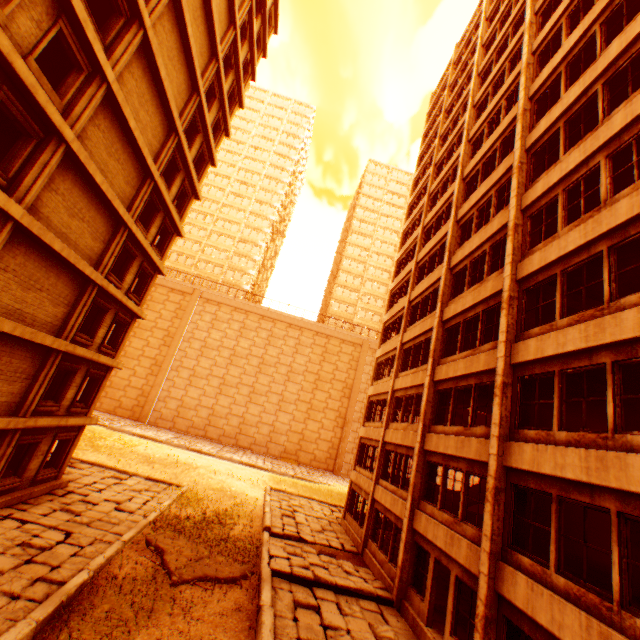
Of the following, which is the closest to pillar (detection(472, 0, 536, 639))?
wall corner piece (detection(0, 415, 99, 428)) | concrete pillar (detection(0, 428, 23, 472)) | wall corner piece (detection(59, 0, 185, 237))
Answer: wall corner piece (detection(59, 0, 185, 237))

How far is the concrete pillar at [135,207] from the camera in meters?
15.3

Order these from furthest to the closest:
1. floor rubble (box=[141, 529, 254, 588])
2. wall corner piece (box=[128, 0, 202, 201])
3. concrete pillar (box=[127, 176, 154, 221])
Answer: concrete pillar (box=[127, 176, 154, 221]) → wall corner piece (box=[128, 0, 202, 201]) → floor rubble (box=[141, 529, 254, 588])

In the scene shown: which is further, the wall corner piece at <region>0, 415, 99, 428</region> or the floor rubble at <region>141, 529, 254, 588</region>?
the wall corner piece at <region>0, 415, 99, 428</region>

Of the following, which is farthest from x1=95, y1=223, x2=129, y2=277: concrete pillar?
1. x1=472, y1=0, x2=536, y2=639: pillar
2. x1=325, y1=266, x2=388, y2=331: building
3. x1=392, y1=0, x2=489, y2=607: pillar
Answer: x1=325, y1=266, x2=388, y2=331: building

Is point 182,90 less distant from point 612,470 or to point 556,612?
point 612,470

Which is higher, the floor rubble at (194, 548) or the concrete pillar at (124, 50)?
the concrete pillar at (124, 50)

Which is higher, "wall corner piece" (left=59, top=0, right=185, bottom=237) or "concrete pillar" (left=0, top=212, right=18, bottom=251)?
"wall corner piece" (left=59, top=0, right=185, bottom=237)
